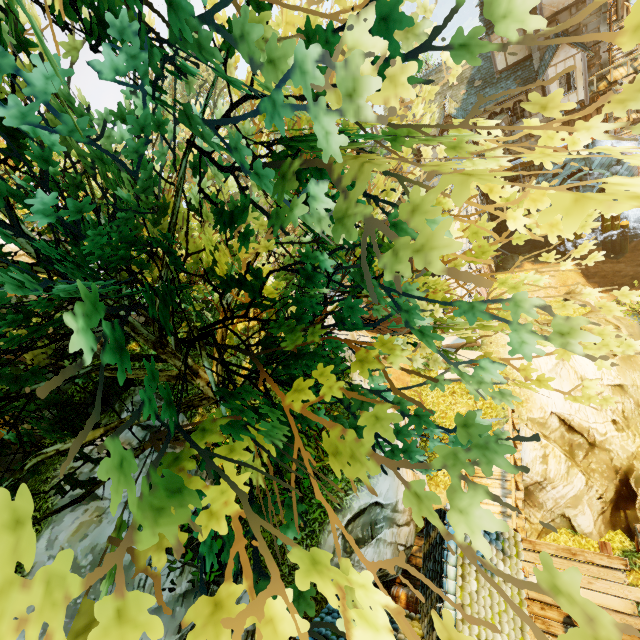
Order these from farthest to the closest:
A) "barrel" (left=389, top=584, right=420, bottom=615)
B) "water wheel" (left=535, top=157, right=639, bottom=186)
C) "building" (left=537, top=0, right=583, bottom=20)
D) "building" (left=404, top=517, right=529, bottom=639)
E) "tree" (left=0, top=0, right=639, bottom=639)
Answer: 1. "water wheel" (left=535, top=157, right=639, bottom=186)
2. "building" (left=537, top=0, right=583, bottom=20)
3. "barrel" (left=389, top=584, right=420, bottom=615)
4. "building" (left=404, top=517, right=529, bottom=639)
5. "tree" (left=0, top=0, right=639, bottom=639)

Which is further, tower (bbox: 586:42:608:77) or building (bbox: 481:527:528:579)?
tower (bbox: 586:42:608:77)

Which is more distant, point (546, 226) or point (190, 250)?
point (190, 250)

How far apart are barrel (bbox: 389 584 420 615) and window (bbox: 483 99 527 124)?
30.1m

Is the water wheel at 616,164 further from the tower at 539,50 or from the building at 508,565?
the building at 508,565

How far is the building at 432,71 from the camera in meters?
26.1

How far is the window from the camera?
24.0 meters

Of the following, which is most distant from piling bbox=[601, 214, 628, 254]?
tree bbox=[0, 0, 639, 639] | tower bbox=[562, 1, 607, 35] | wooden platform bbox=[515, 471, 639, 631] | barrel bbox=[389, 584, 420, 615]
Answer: barrel bbox=[389, 584, 420, 615]
